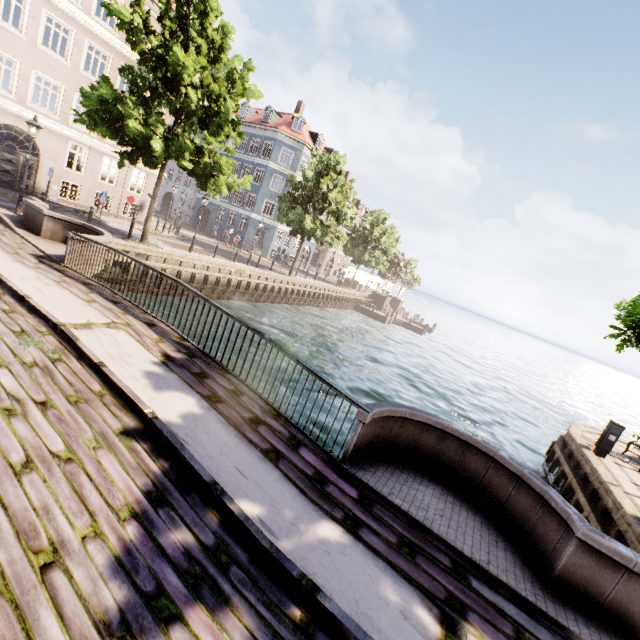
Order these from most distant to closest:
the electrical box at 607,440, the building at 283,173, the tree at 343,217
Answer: the building at 283,173
the tree at 343,217
the electrical box at 607,440

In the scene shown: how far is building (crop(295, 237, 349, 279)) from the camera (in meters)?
46.09

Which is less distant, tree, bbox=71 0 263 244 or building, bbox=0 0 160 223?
tree, bbox=71 0 263 244

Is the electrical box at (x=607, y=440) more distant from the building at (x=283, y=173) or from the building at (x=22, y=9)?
the building at (x=283, y=173)

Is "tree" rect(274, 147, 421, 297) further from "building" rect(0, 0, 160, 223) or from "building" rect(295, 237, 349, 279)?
"building" rect(295, 237, 349, 279)

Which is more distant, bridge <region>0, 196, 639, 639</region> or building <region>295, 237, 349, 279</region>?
building <region>295, 237, 349, 279</region>

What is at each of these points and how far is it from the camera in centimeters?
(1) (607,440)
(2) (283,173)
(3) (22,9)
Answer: (1) electrical box, 1088cm
(2) building, 3719cm
(3) building, 1628cm
